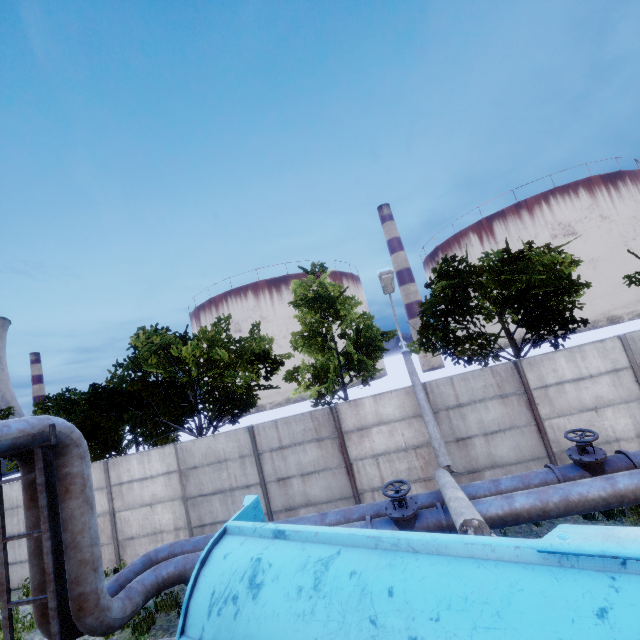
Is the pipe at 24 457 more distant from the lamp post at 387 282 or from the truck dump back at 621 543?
the truck dump back at 621 543

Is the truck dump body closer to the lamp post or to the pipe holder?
the lamp post

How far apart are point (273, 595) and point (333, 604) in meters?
0.8

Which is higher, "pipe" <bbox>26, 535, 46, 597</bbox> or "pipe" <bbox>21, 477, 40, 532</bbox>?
"pipe" <bbox>21, 477, 40, 532</bbox>

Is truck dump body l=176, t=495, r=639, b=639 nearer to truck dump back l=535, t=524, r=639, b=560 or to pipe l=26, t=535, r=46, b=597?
truck dump back l=535, t=524, r=639, b=560

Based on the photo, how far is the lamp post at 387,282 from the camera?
5.6 meters

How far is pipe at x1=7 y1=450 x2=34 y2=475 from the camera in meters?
6.5 m

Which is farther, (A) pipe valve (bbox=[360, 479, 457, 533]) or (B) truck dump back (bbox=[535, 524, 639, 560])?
(A) pipe valve (bbox=[360, 479, 457, 533])
